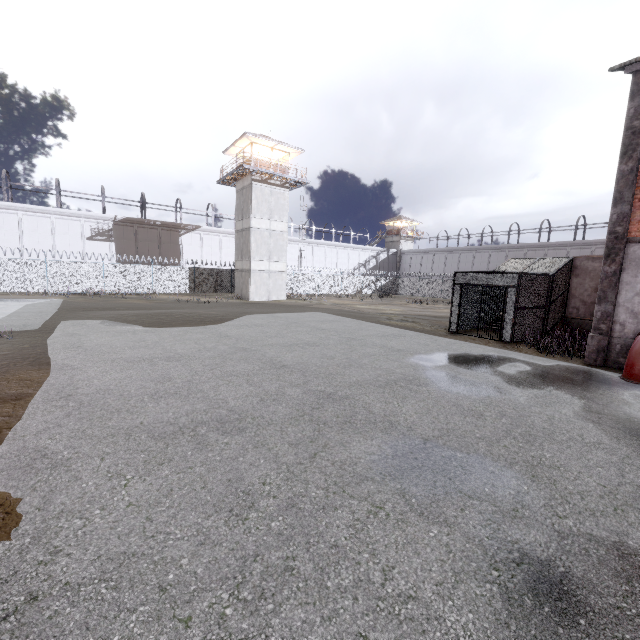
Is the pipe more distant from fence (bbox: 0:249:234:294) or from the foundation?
fence (bbox: 0:249:234:294)

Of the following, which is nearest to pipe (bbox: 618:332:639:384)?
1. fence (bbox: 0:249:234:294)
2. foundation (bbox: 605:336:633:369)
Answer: foundation (bbox: 605:336:633:369)

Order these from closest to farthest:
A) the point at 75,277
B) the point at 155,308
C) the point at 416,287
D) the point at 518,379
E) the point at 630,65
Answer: the point at 518,379 < the point at 630,65 < the point at 155,308 < the point at 75,277 < the point at 416,287

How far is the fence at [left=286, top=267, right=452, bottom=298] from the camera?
41.6m

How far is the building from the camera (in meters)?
30.66

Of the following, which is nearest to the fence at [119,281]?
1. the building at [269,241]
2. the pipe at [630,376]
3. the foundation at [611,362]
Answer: the building at [269,241]

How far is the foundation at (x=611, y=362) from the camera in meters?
9.9 m
